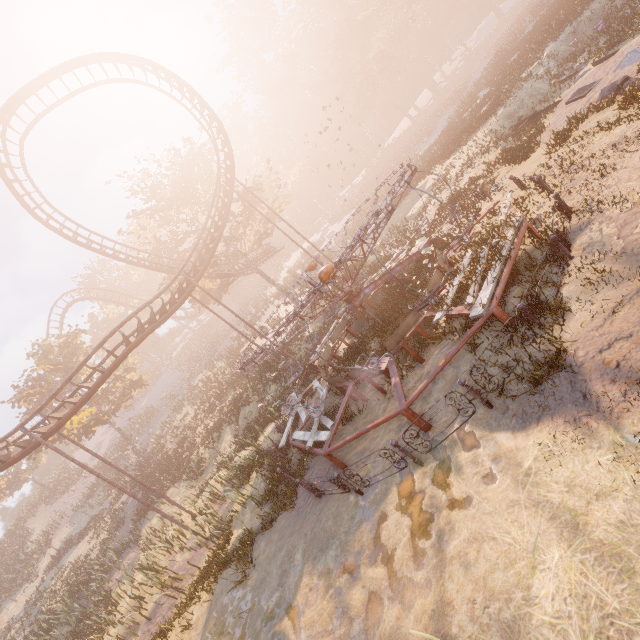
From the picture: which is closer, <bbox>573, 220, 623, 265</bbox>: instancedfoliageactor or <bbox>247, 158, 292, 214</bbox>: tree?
<bbox>573, 220, 623, 265</bbox>: instancedfoliageactor

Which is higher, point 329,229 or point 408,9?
point 408,9

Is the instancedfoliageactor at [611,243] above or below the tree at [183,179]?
below

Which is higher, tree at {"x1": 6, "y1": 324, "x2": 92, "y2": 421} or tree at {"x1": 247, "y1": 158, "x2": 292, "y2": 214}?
tree at {"x1": 6, "y1": 324, "x2": 92, "y2": 421}

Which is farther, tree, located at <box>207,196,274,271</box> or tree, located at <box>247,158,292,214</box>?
tree, located at <box>247,158,292,214</box>

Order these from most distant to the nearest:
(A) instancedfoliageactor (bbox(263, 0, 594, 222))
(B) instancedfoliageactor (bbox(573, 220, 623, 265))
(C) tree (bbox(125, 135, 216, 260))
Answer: (C) tree (bbox(125, 135, 216, 260)), (A) instancedfoliageactor (bbox(263, 0, 594, 222)), (B) instancedfoliageactor (bbox(573, 220, 623, 265))

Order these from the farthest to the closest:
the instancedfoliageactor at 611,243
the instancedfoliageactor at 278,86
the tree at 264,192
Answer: the tree at 264,192 → the instancedfoliageactor at 278,86 → the instancedfoliageactor at 611,243

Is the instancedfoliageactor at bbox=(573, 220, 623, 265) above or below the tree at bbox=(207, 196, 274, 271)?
below
